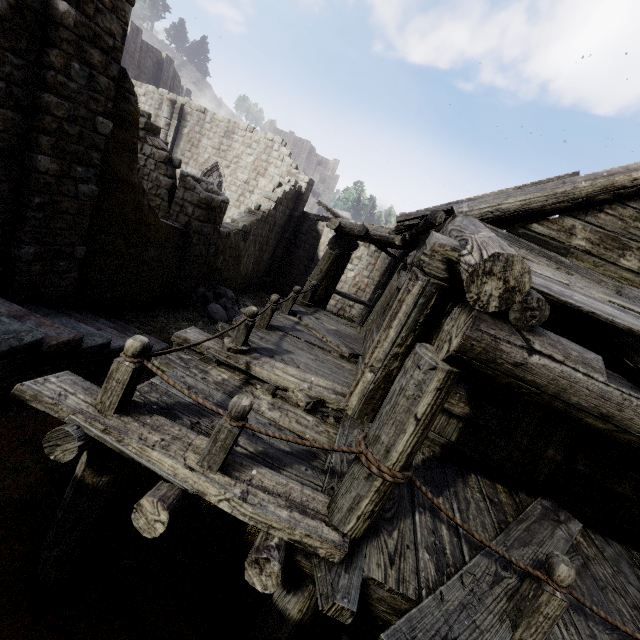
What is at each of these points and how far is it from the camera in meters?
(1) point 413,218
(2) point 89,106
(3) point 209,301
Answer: (1) wooden plank rubble, 5.0
(2) building, 6.4
(3) rubble, 13.2

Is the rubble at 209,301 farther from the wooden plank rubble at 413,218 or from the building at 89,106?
the wooden plank rubble at 413,218

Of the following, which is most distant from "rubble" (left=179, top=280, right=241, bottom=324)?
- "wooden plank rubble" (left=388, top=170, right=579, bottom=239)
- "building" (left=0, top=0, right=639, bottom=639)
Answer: "wooden plank rubble" (left=388, top=170, right=579, bottom=239)

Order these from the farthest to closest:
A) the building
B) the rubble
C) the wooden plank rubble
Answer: the rubble
the wooden plank rubble
the building

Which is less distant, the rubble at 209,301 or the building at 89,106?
the building at 89,106

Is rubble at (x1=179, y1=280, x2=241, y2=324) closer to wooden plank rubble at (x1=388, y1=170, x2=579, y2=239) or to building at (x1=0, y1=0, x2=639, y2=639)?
building at (x1=0, y1=0, x2=639, y2=639)

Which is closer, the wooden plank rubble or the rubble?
the wooden plank rubble
